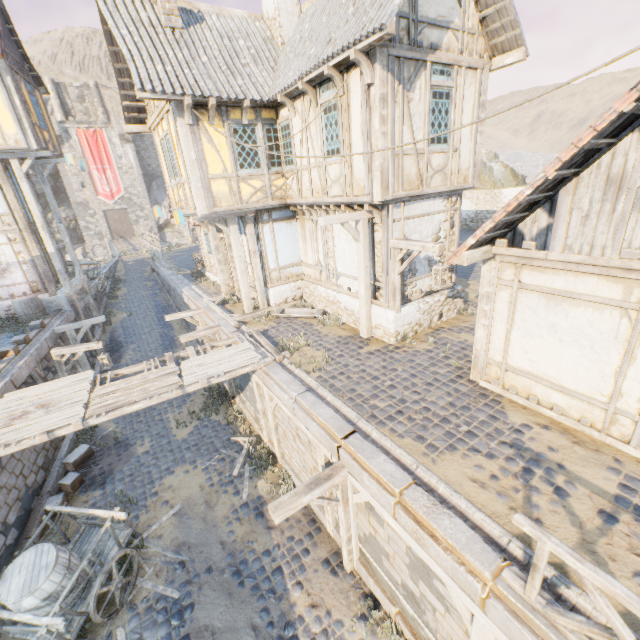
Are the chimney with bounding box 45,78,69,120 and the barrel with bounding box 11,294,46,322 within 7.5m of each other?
no

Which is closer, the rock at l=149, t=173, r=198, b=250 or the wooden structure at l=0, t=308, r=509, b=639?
the wooden structure at l=0, t=308, r=509, b=639

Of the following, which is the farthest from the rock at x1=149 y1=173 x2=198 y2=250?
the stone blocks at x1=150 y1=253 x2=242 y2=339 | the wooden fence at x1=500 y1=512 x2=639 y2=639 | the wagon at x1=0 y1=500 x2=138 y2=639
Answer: the wagon at x1=0 y1=500 x2=138 y2=639

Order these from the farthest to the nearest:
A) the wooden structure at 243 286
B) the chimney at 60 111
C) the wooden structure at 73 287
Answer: the chimney at 60 111 → the wooden structure at 73 287 → the wooden structure at 243 286

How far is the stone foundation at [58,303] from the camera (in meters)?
15.20

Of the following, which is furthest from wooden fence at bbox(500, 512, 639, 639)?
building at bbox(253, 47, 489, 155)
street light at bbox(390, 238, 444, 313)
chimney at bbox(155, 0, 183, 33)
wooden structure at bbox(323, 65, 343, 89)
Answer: chimney at bbox(155, 0, 183, 33)

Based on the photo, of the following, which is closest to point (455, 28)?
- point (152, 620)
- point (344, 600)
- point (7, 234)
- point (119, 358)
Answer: point (344, 600)

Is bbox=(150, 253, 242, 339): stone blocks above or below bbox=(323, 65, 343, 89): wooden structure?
below
